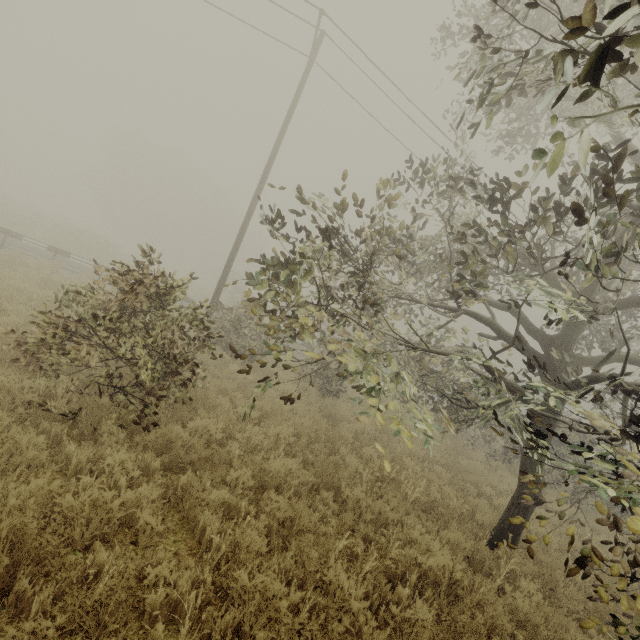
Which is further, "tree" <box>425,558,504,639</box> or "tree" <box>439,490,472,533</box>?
"tree" <box>439,490,472,533</box>

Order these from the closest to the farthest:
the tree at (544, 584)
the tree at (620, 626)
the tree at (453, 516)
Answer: the tree at (620, 626) < the tree at (544, 584) < the tree at (453, 516)

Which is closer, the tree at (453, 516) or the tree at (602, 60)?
the tree at (602, 60)

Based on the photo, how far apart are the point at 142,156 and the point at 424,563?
58.06m

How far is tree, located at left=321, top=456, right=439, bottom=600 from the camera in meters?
4.1 m

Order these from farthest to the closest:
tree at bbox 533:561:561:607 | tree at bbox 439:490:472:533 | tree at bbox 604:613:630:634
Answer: tree at bbox 439:490:472:533
tree at bbox 533:561:561:607
tree at bbox 604:613:630:634
